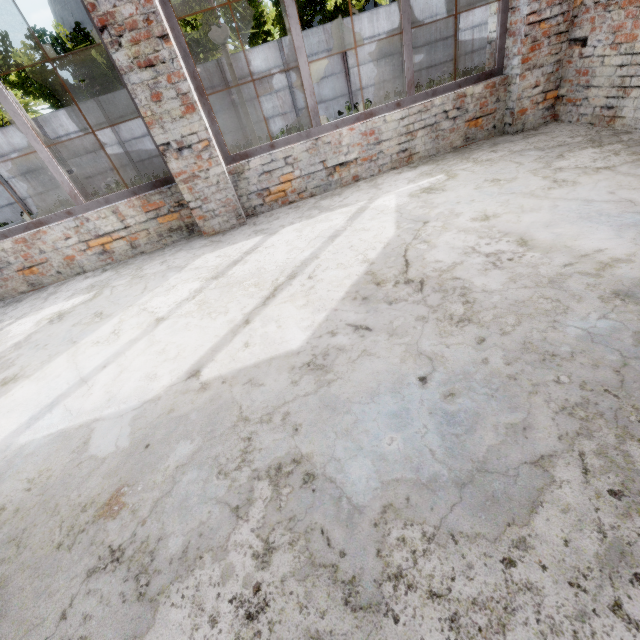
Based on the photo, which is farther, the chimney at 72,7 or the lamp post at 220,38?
the chimney at 72,7

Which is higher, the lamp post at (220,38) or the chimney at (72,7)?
the chimney at (72,7)

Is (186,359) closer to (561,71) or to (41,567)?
(41,567)

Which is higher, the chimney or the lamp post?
the chimney

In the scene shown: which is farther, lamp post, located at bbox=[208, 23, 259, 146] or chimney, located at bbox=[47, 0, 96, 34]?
chimney, located at bbox=[47, 0, 96, 34]

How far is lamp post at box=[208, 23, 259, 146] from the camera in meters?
4.6 m
